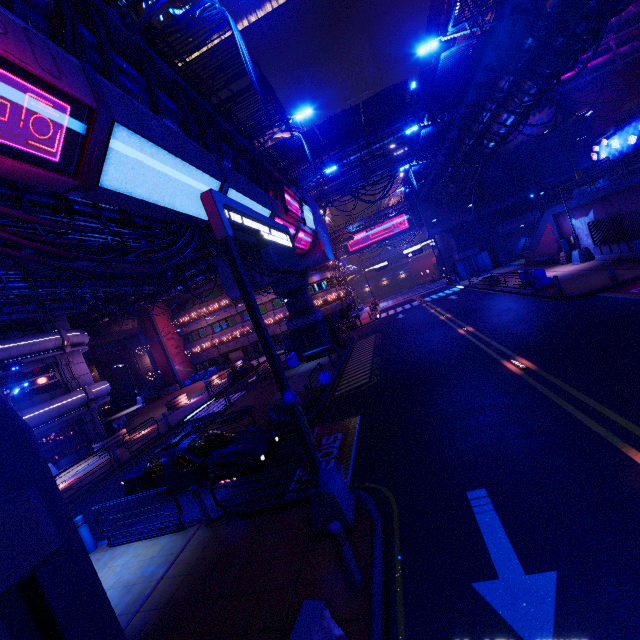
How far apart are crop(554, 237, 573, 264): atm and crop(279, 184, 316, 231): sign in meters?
20.7

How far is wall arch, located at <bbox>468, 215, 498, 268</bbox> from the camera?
43.0 meters

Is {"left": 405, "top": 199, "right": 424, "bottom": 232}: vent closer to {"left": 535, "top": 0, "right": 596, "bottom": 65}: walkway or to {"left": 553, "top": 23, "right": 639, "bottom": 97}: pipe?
{"left": 535, "top": 0, "right": 596, "bottom": 65}: walkway

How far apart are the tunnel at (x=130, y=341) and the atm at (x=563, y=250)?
46.52m

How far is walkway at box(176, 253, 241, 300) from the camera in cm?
2914

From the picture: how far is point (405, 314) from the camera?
33.9m

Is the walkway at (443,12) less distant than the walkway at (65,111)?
No

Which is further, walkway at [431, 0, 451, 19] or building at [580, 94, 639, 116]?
walkway at [431, 0, 451, 19]
